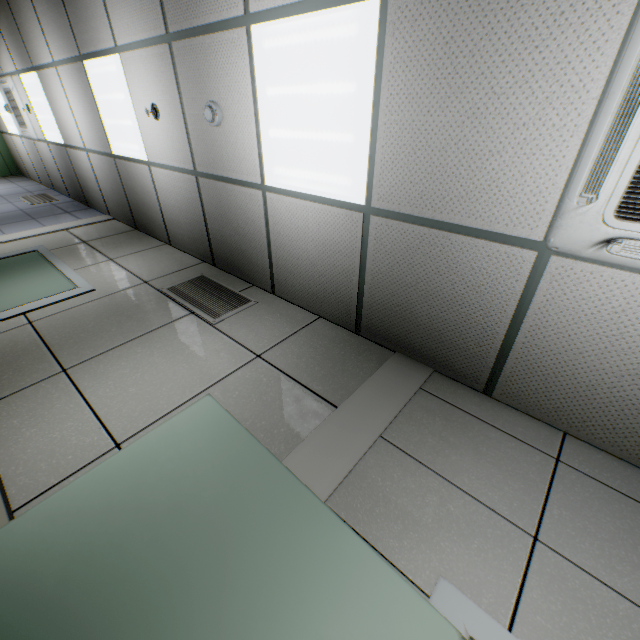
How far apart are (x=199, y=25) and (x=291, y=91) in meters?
1.0 m

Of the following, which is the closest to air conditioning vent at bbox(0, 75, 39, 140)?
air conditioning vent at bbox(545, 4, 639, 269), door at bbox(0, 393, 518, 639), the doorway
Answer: the doorway

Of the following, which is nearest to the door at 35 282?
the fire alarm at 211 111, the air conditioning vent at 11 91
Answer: the fire alarm at 211 111

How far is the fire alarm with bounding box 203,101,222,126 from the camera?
2.5 meters

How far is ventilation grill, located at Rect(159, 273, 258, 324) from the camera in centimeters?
287cm

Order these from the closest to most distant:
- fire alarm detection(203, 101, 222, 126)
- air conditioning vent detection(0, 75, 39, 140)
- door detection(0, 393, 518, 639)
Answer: door detection(0, 393, 518, 639) < fire alarm detection(203, 101, 222, 126) < air conditioning vent detection(0, 75, 39, 140)

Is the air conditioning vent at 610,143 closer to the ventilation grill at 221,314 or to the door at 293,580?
the door at 293,580

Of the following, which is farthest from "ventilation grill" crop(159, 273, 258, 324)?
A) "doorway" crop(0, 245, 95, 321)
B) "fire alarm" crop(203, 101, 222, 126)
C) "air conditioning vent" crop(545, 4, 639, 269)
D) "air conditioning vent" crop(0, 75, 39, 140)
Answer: "air conditioning vent" crop(0, 75, 39, 140)
